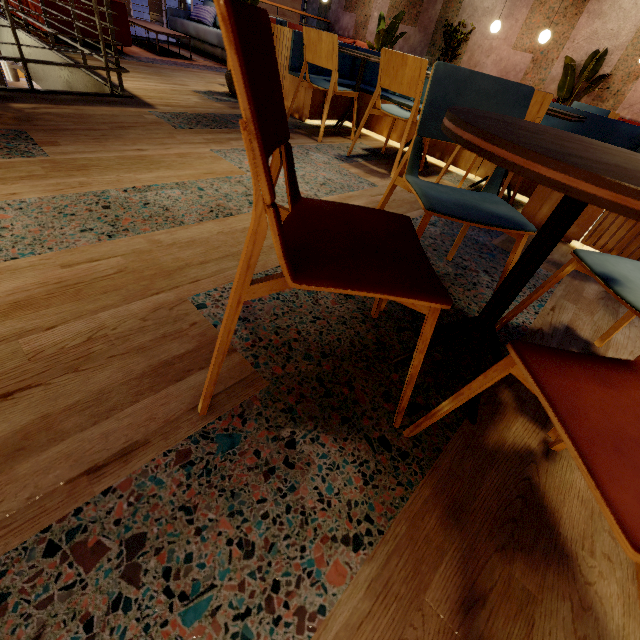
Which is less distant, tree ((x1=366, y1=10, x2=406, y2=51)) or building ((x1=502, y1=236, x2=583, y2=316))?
building ((x1=502, y1=236, x2=583, y2=316))

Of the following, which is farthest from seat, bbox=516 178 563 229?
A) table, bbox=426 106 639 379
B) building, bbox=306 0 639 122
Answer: table, bbox=426 106 639 379

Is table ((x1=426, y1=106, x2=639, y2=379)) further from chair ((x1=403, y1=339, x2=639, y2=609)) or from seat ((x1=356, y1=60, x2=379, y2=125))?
seat ((x1=356, y1=60, x2=379, y2=125))

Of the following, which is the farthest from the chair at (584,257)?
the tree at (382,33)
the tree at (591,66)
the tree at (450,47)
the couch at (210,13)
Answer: the tree at (450,47)

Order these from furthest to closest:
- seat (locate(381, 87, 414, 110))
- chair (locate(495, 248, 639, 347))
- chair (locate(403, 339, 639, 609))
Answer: seat (locate(381, 87, 414, 110)) < chair (locate(495, 248, 639, 347)) < chair (locate(403, 339, 639, 609))

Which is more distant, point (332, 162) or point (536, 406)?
point (332, 162)

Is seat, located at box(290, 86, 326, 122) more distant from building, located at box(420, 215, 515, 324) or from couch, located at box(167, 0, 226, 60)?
couch, located at box(167, 0, 226, 60)

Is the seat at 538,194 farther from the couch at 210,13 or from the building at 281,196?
the couch at 210,13
